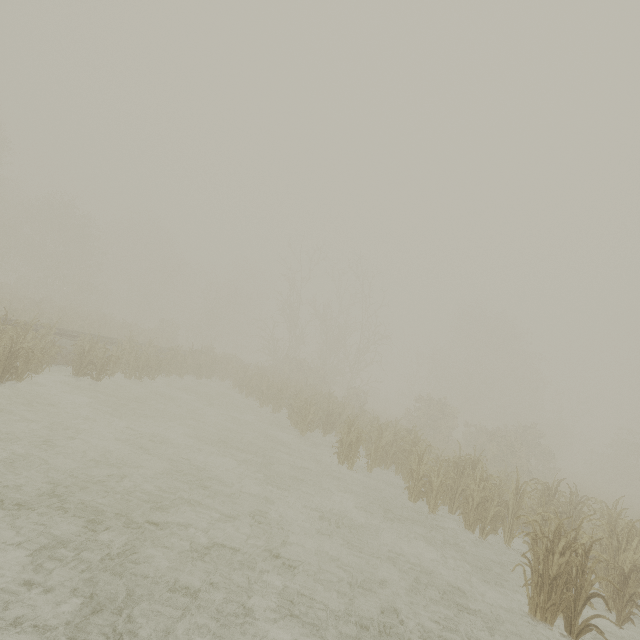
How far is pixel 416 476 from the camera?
9.6m
